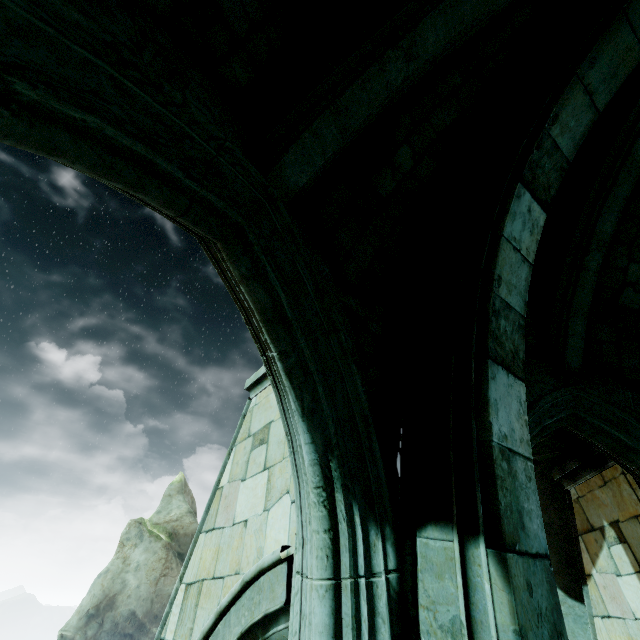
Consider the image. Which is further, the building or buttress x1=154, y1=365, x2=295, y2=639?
buttress x1=154, y1=365, x2=295, y2=639

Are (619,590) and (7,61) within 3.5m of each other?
no

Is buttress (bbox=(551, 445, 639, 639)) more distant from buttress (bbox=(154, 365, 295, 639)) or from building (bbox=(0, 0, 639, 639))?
buttress (bbox=(154, 365, 295, 639))

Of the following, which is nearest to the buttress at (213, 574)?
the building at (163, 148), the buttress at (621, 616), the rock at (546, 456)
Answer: the building at (163, 148)

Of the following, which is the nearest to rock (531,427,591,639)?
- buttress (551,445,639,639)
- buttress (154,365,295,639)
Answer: buttress (551,445,639,639)

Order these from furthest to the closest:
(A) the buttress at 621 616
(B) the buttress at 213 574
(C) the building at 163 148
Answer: (A) the buttress at 621 616 → (B) the buttress at 213 574 → (C) the building at 163 148

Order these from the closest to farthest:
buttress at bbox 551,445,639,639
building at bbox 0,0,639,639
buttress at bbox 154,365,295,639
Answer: building at bbox 0,0,639,639, buttress at bbox 154,365,295,639, buttress at bbox 551,445,639,639
